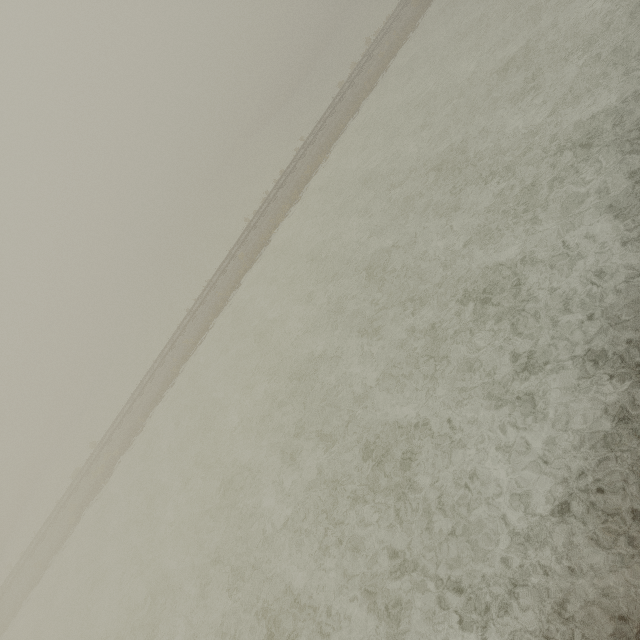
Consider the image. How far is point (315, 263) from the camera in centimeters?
1722cm
